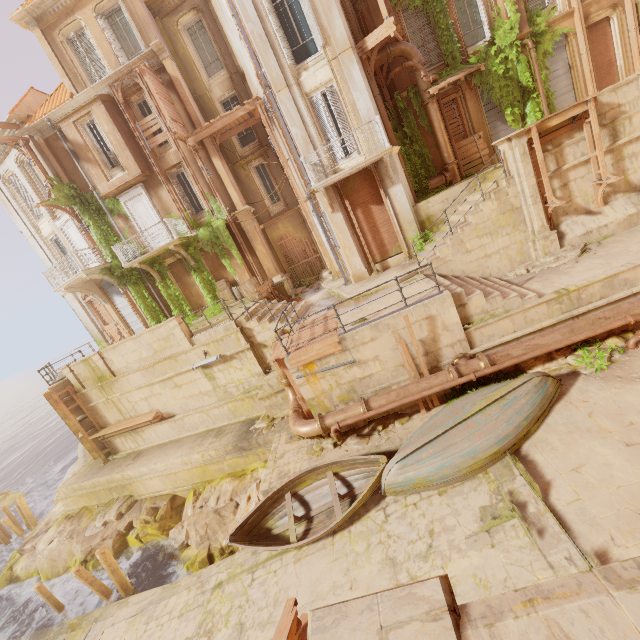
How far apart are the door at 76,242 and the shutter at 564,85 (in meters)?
25.32

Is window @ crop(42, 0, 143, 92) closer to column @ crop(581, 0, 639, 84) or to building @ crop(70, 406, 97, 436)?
building @ crop(70, 406, 97, 436)

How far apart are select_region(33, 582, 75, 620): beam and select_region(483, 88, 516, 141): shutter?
27.3m

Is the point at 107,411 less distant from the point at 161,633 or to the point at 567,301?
the point at 161,633

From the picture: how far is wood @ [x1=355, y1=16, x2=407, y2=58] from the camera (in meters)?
11.78

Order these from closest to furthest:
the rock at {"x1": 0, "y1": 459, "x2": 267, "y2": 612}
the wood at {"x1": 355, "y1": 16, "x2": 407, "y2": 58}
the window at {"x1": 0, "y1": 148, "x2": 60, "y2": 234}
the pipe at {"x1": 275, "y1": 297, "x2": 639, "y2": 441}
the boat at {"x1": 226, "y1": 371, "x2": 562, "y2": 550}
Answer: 1. the boat at {"x1": 226, "y1": 371, "x2": 562, "y2": 550}
2. the pipe at {"x1": 275, "y1": 297, "x2": 639, "y2": 441}
3. the wood at {"x1": 355, "y1": 16, "x2": 407, "y2": 58}
4. the rock at {"x1": 0, "y1": 459, "x2": 267, "y2": 612}
5. the window at {"x1": 0, "y1": 148, "x2": 60, "y2": 234}

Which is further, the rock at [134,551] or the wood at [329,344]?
the rock at [134,551]

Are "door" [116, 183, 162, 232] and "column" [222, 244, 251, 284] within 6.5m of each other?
yes
